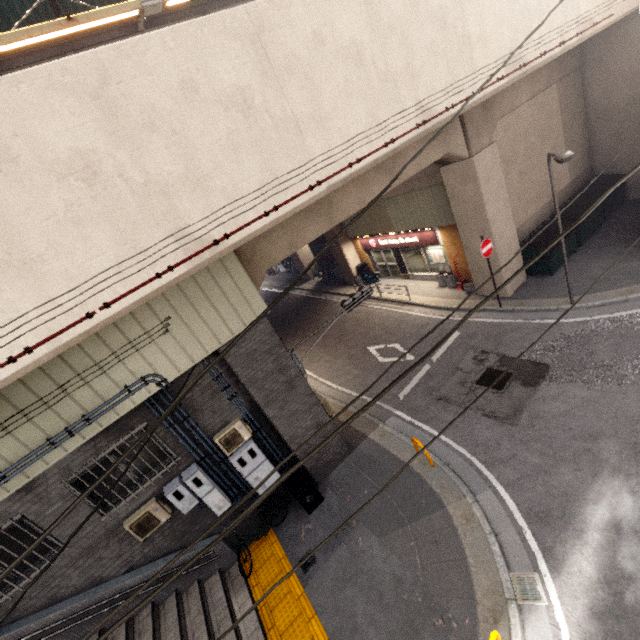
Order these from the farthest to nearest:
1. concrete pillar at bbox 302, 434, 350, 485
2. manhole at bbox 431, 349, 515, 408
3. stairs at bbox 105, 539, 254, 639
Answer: manhole at bbox 431, 349, 515, 408 < concrete pillar at bbox 302, 434, 350, 485 < stairs at bbox 105, 539, 254, 639

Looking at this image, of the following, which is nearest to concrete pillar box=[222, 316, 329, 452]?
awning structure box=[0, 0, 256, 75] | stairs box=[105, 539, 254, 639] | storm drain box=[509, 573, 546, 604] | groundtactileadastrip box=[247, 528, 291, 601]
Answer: groundtactileadastrip box=[247, 528, 291, 601]

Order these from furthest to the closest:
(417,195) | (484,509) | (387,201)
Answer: (387,201) < (417,195) < (484,509)

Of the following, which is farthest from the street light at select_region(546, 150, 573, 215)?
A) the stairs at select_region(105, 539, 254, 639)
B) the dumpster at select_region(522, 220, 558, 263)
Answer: the stairs at select_region(105, 539, 254, 639)

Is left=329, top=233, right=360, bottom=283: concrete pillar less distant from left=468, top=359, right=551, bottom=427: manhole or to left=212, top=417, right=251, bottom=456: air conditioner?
left=212, top=417, right=251, bottom=456: air conditioner

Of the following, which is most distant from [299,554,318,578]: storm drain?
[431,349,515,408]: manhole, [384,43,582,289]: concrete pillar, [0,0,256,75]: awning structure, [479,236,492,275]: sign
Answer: [0,0,256,75]: awning structure

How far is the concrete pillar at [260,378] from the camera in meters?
7.7

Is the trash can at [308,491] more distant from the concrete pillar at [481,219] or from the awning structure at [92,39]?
the awning structure at [92,39]
